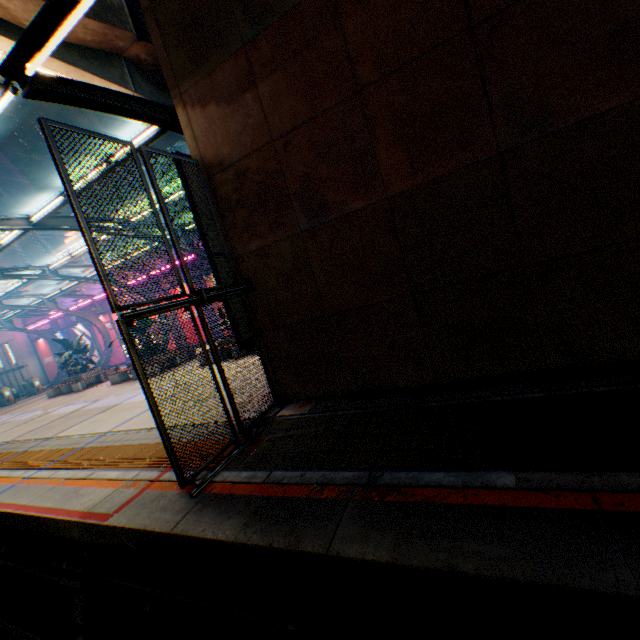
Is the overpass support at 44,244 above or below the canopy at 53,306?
above

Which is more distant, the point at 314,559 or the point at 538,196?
the point at 538,196

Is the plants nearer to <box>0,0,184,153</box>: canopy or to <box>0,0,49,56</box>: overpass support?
<box>0,0,184,153</box>: canopy

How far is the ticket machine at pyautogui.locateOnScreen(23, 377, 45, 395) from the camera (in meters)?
25.59

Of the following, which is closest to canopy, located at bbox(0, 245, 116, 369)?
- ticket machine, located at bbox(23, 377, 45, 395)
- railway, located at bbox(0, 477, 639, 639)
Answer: ticket machine, located at bbox(23, 377, 45, 395)

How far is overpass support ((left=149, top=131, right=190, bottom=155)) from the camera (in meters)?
19.58

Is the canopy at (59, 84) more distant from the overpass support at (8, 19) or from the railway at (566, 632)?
the railway at (566, 632)

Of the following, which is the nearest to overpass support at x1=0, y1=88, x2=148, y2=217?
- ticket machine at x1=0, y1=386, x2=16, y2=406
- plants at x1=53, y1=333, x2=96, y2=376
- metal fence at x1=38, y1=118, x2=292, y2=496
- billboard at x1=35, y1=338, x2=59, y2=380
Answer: metal fence at x1=38, y1=118, x2=292, y2=496
